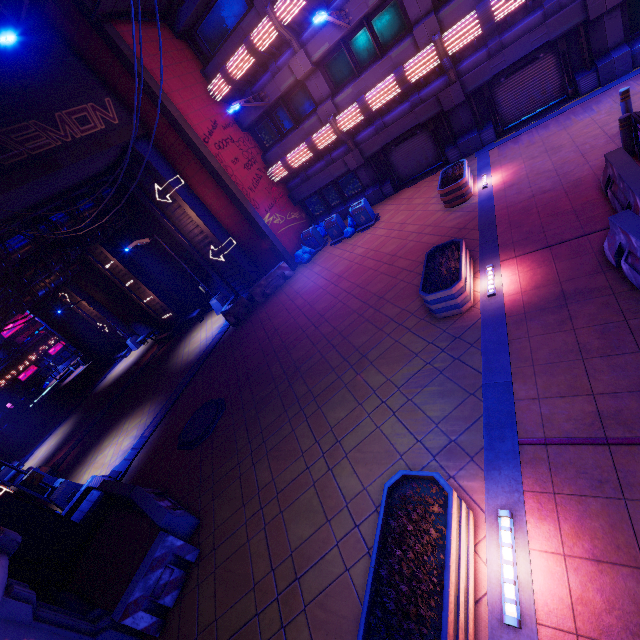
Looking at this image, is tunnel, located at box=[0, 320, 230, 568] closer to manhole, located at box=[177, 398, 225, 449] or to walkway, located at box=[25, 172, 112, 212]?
walkway, located at box=[25, 172, 112, 212]

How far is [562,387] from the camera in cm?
515

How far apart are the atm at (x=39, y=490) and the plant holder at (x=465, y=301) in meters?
16.0

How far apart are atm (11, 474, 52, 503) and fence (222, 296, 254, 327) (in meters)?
9.45

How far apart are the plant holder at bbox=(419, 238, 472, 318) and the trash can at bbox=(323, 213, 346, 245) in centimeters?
802cm

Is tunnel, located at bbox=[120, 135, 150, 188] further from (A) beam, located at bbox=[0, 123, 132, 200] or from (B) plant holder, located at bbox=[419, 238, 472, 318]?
(B) plant holder, located at bbox=[419, 238, 472, 318]

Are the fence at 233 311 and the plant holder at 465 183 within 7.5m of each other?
no

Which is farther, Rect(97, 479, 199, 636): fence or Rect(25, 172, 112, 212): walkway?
Rect(25, 172, 112, 212): walkway
